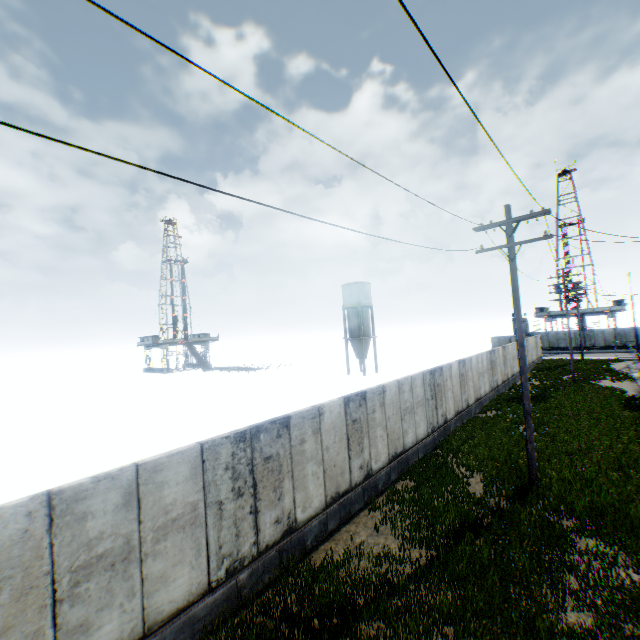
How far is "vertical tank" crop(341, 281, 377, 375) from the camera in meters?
43.5 m

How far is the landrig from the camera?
56.59m

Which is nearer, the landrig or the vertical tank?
the vertical tank

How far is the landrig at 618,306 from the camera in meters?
56.6 m

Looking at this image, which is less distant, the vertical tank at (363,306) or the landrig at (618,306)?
the vertical tank at (363,306)

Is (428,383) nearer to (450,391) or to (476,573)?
(450,391)
